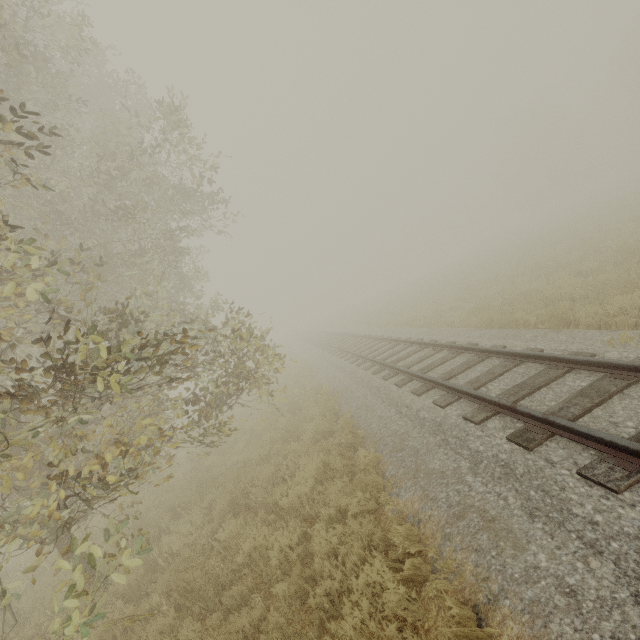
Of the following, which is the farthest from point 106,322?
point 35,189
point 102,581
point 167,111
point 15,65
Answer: point 167,111
